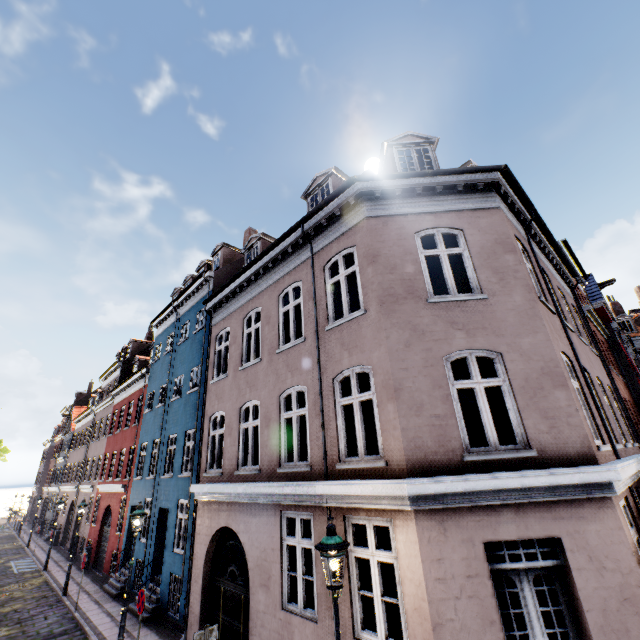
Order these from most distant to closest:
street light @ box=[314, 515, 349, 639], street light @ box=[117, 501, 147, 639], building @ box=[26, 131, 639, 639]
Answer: street light @ box=[117, 501, 147, 639] → building @ box=[26, 131, 639, 639] → street light @ box=[314, 515, 349, 639]

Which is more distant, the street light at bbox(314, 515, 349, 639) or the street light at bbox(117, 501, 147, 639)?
the street light at bbox(117, 501, 147, 639)

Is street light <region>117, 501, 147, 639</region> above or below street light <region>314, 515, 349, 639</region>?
above

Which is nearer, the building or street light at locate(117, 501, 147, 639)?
the building

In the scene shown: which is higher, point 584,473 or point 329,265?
point 329,265

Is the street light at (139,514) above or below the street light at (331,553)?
above

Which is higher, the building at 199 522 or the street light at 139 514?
the street light at 139 514
